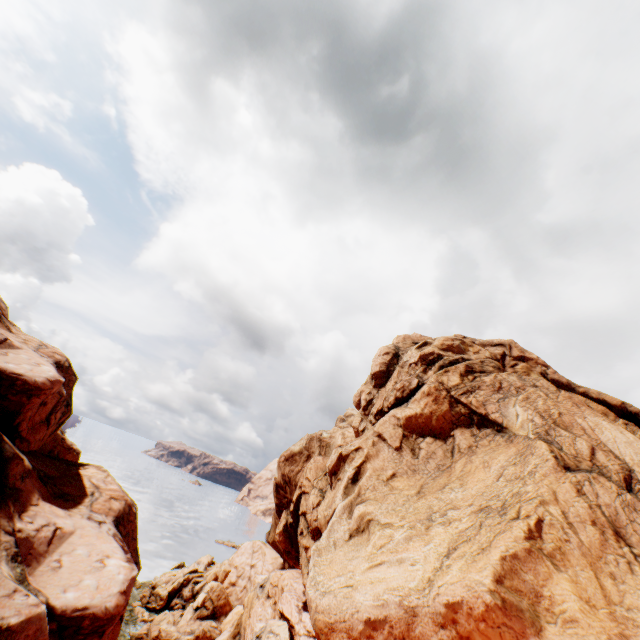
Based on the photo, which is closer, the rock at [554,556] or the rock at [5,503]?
the rock at [554,556]

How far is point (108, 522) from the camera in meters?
21.9 m

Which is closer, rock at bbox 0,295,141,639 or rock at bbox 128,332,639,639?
rock at bbox 128,332,639,639
